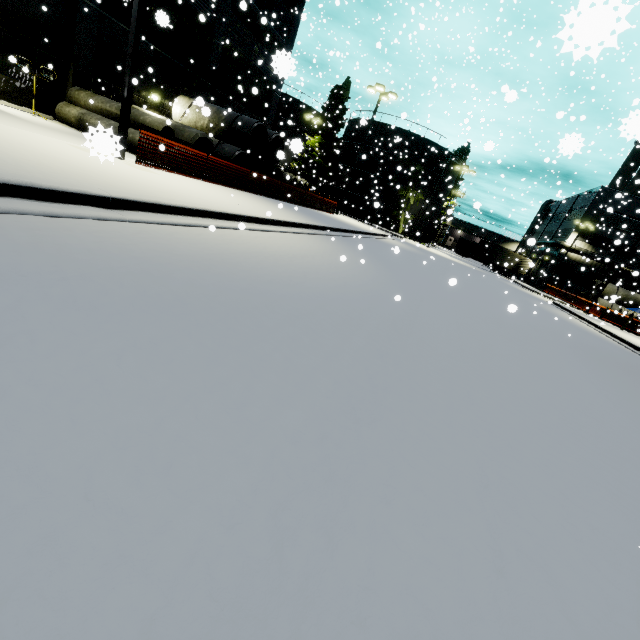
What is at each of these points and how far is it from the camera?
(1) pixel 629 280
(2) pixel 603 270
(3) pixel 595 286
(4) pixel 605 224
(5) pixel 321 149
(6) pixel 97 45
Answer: (1) building, 43.6 meters
(2) building, 44.3 meters
(3) concrete pipe stack, 36.8 meters
(4) building, 43.2 meters
(5) tree, 46.8 meters
(6) building, 15.2 meters

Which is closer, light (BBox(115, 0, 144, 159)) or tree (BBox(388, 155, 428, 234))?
light (BBox(115, 0, 144, 159))

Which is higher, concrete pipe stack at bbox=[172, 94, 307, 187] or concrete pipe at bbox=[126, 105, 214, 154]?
concrete pipe stack at bbox=[172, 94, 307, 187]

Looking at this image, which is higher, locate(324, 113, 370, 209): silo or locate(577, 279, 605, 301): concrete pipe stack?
locate(324, 113, 370, 209): silo

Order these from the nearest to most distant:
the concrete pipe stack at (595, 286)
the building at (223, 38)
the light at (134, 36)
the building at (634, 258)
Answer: the light at (134, 36) → the building at (223, 38) → the concrete pipe stack at (595, 286) → the building at (634, 258)

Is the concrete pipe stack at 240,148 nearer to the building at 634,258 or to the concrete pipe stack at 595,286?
the building at 634,258

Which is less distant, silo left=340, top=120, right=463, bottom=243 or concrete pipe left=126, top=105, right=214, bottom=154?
concrete pipe left=126, top=105, right=214, bottom=154

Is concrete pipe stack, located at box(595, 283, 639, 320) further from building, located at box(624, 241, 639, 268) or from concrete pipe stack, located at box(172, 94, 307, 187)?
concrete pipe stack, located at box(172, 94, 307, 187)
